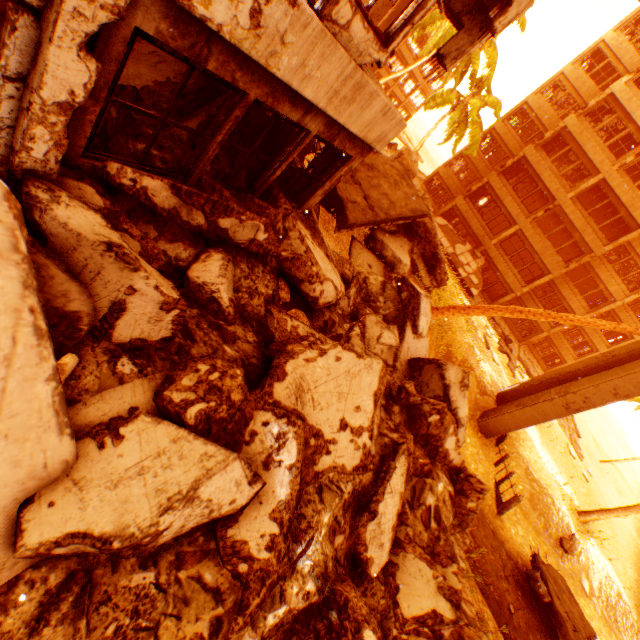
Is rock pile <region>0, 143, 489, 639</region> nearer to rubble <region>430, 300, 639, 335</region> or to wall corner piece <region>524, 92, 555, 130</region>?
rubble <region>430, 300, 639, 335</region>

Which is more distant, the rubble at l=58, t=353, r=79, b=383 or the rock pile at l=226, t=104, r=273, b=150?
the rock pile at l=226, t=104, r=273, b=150

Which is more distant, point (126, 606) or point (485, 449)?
point (485, 449)

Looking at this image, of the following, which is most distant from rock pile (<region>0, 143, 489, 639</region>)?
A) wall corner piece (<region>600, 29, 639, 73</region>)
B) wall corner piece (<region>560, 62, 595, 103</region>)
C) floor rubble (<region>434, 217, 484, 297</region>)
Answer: wall corner piece (<region>600, 29, 639, 73</region>)

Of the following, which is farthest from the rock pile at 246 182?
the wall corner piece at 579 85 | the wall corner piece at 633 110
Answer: the wall corner piece at 579 85

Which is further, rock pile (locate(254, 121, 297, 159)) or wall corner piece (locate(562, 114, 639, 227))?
wall corner piece (locate(562, 114, 639, 227))

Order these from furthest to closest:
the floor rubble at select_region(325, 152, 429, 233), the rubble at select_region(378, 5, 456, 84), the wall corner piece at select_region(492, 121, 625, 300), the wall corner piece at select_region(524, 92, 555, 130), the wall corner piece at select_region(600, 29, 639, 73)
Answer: the wall corner piece at select_region(524, 92, 555, 130) < the wall corner piece at select_region(600, 29, 639, 73) < the wall corner piece at select_region(492, 121, 625, 300) < the rubble at select_region(378, 5, 456, 84) < the floor rubble at select_region(325, 152, 429, 233)

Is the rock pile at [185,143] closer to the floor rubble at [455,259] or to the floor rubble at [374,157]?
the floor rubble at [374,157]
